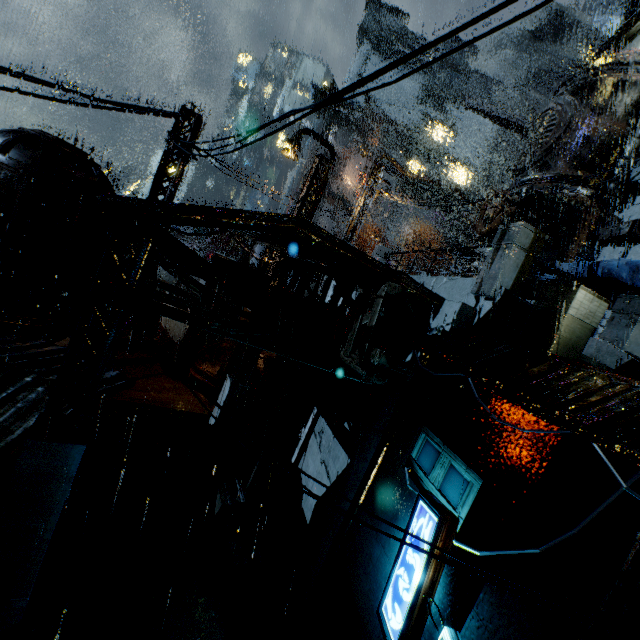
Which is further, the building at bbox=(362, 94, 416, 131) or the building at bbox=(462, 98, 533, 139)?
the building at bbox=(362, 94, 416, 131)

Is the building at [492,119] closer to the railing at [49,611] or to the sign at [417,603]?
the sign at [417,603]

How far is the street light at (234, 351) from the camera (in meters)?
17.03

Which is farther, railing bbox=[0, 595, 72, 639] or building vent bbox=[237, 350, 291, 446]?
building vent bbox=[237, 350, 291, 446]

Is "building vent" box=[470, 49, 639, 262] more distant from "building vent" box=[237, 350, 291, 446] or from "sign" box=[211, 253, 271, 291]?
"building vent" box=[237, 350, 291, 446]

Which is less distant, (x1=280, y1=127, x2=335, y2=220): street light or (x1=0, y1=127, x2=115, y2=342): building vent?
(x1=0, y1=127, x2=115, y2=342): building vent

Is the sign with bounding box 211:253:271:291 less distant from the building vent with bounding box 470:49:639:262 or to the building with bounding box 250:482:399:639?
the building with bounding box 250:482:399:639

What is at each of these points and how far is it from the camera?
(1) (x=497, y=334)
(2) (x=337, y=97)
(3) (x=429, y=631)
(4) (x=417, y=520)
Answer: (1) bridge, 7.8 meters
(2) power line, 4.5 meters
(3) building, 5.4 meters
(4) sign, 6.0 meters
